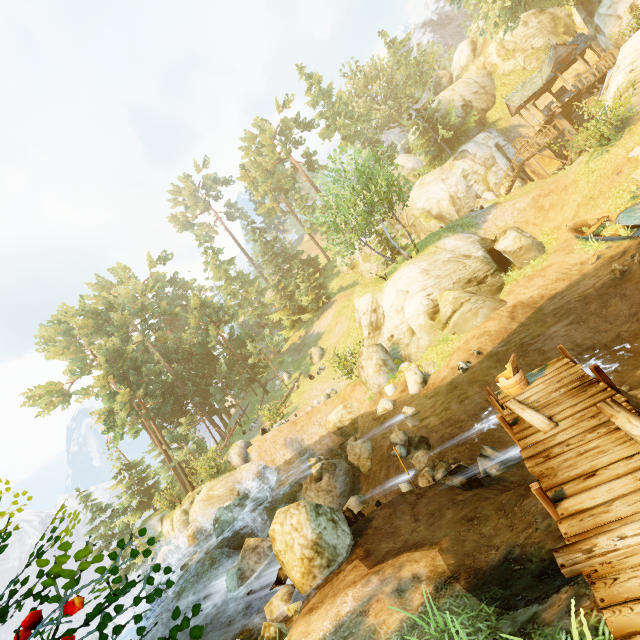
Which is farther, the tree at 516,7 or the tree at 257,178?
the tree at 516,7

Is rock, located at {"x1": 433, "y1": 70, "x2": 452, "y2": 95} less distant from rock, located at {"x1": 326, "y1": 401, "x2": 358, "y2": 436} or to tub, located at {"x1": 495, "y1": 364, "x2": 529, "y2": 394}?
rock, located at {"x1": 326, "y1": 401, "x2": 358, "y2": 436}

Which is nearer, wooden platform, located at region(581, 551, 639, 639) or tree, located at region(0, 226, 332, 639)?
wooden platform, located at region(581, 551, 639, 639)

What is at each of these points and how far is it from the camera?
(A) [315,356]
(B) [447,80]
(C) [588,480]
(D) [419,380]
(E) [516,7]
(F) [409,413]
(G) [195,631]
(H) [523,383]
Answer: (A) rock, 32.6m
(B) rock, 56.5m
(C) wooden platform, 4.5m
(D) rock, 15.2m
(E) tree, 25.1m
(F) rock, 13.5m
(G) tree, 3.0m
(H) tub, 7.8m

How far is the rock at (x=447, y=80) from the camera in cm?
5647

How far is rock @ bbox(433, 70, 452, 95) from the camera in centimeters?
5647cm

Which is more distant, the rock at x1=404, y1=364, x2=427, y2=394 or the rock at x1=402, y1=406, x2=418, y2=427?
the rock at x1=404, y1=364, x2=427, y2=394

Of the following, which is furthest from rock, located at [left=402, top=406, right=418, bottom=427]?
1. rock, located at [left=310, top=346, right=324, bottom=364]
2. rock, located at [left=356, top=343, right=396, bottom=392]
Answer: rock, located at [left=310, top=346, right=324, bottom=364]
